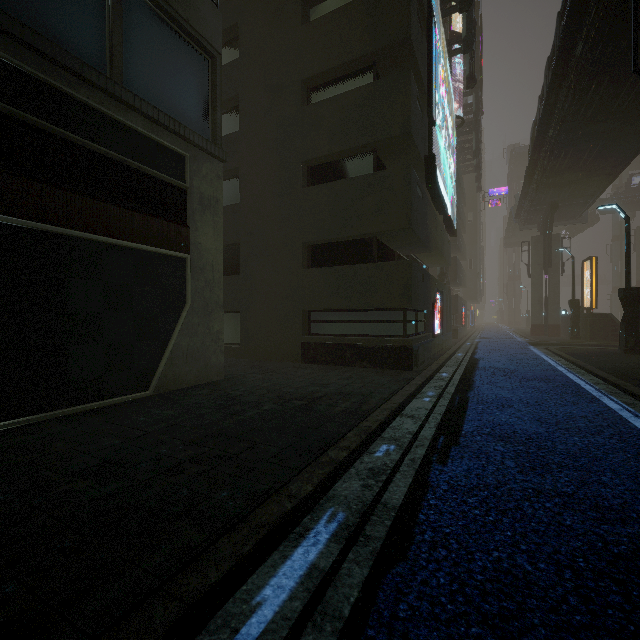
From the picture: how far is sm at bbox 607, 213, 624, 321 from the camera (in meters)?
55.88

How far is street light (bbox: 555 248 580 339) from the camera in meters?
23.4

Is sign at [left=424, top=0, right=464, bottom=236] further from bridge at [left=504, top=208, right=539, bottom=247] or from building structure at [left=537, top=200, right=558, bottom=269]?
bridge at [left=504, top=208, right=539, bottom=247]

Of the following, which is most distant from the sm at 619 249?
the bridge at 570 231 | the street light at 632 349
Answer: the street light at 632 349

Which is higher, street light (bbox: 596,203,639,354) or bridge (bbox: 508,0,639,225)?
bridge (bbox: 508,0,639,225)

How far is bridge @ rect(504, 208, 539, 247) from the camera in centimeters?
4341cm

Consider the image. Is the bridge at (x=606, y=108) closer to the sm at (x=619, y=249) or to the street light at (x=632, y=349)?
the sm at (x=619, y=249)

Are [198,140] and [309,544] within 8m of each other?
no
